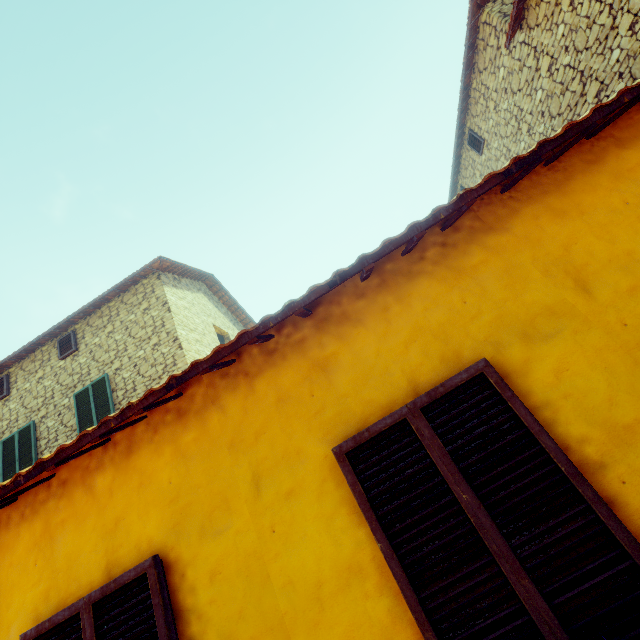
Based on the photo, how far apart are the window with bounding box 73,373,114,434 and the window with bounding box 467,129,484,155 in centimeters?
1292cm

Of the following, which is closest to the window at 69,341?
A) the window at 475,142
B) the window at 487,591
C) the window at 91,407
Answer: the window at 91,407

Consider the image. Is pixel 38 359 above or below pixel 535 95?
above

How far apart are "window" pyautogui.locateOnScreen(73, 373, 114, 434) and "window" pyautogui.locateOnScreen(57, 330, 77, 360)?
1.3 meters

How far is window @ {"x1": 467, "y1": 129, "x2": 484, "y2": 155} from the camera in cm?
1006

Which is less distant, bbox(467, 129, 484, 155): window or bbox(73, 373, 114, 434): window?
bbox(73, 373, 114, 434): window

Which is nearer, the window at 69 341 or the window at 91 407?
the window at 91 407

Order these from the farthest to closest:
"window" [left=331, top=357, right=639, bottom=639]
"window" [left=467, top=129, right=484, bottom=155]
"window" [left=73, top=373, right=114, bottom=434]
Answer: "window" [left=467, top=129, right=484, bottom=155] → "window" [left=73, top=373, right=114, bottom=434] → "window" [left=331, top=357, right=639, bottom=639]
